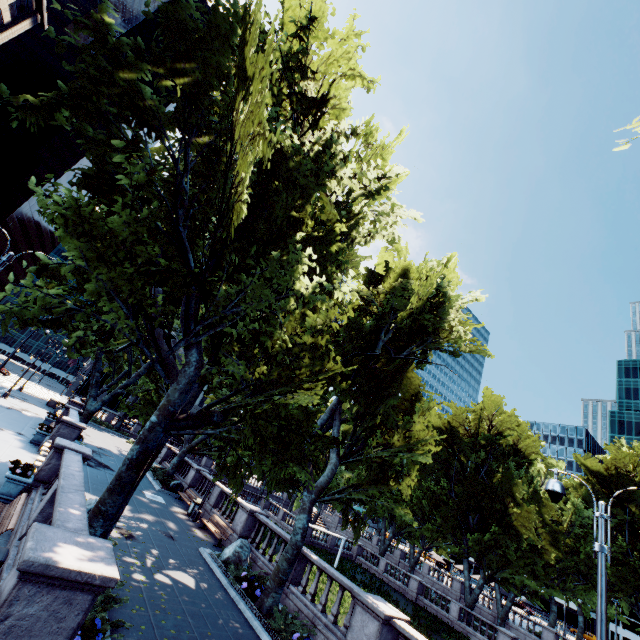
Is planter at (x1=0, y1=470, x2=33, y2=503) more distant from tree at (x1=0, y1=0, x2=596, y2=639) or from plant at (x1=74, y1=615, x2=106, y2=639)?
plant at (x1=74, y1=615, x2=106, y2=639)

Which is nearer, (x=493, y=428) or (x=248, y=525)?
(x=248, y=525)

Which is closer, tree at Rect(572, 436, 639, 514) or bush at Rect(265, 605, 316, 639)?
bush at Rect(265, 605, 316, 639)

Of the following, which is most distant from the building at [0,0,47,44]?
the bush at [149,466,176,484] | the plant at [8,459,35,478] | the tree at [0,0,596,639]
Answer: the bush at [149,466,176,484]

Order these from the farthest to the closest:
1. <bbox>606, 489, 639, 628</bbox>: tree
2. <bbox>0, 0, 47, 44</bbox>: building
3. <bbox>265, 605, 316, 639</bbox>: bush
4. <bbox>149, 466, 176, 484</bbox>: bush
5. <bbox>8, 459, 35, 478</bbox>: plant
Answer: <bbox>0, 0, 47, 44</bbox>: building → <bbox>606, 489, 639, 628</bbox>: tree → <bbox>149, 466, 176, 484</bbox>: bush → <bbox>8, 459, 35, 478</bbox>: plant → <bbox>265, 605, 316, 639</bbox>: bush

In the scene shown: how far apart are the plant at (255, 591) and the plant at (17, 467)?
8.7m

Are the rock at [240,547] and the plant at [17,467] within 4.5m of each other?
no

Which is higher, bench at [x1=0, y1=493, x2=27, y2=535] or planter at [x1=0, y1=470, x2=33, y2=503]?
bench at [x1=0, y1=493, x2=27, y2=535]
